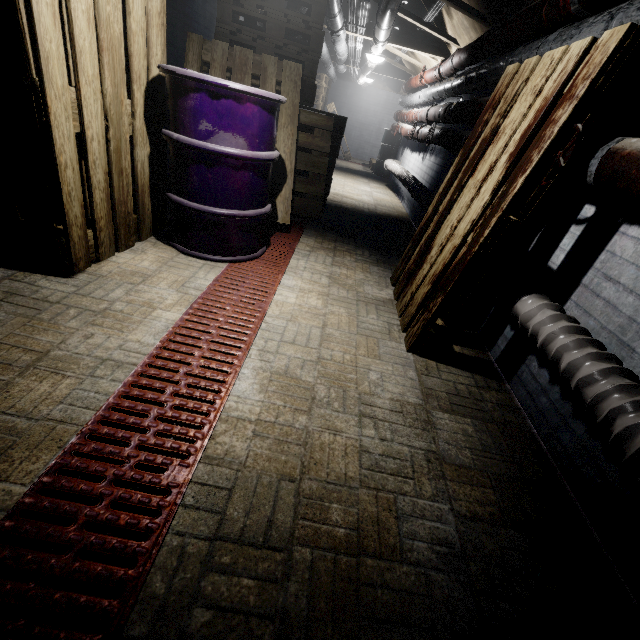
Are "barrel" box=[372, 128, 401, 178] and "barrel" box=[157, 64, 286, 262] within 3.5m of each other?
no

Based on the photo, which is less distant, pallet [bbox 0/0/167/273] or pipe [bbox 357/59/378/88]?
pallet [bbox 0/0/167/273]

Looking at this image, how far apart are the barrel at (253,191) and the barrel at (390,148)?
6.5 meters

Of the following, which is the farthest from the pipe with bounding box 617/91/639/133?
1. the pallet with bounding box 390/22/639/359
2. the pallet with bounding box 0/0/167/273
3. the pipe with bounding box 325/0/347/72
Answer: the pallet with bounding box 0/0/167/273

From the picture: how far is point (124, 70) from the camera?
1.7 meters

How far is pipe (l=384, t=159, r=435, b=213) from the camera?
3.50m

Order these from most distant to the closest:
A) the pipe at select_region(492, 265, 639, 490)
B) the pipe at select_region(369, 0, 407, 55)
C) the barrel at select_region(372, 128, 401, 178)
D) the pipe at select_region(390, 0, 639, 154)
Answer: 1. the barrel at select_region(372, 128, 401, 178)
2. the pipe at select_region(369, 0, 407, 55)
3. the pipe at select_region(390, 0, 639, 154)
4. the pipe at select_region(492, 265, 639, 490)

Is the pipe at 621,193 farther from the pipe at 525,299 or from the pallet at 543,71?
the pipe at 525,299
